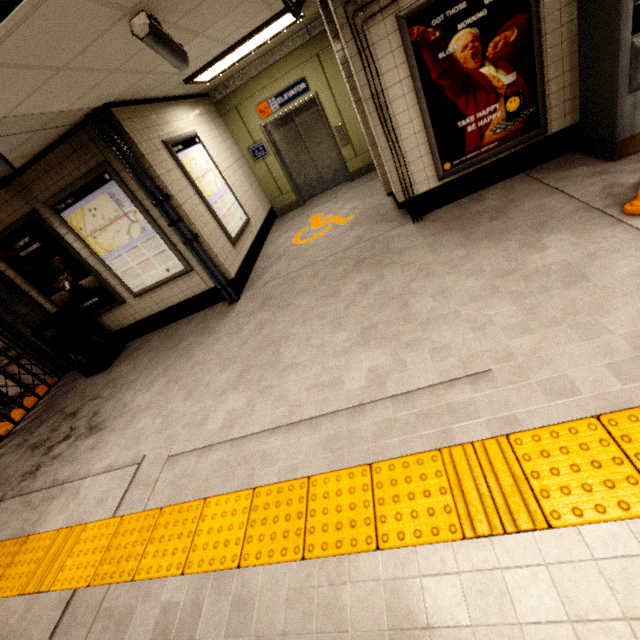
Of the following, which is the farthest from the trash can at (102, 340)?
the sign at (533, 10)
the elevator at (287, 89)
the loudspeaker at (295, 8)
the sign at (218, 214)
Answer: the sign at (533, 10)

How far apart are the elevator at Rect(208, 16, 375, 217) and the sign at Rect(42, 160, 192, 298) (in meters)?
3.80

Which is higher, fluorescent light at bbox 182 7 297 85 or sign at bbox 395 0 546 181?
fluorescent light at bbox 182 7 297 85

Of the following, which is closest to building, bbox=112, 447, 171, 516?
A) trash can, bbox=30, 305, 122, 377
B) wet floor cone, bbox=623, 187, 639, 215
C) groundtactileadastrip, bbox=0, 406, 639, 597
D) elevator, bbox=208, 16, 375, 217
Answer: groundtactileadastrip, bbox=0, 406, 639, 597

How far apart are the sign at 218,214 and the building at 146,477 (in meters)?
3.51

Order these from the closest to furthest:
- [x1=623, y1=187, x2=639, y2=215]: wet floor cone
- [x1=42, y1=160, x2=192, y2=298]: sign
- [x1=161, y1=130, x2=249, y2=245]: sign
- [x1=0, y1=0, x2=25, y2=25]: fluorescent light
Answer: [x1=0, y1=0, x2=25, y2=25]: fluorescent light, [x1=623, y1=187, x2=639, y2=215]: wet floor cone, [x1=42, y1=160, x2=192, y2=298]: sign, [x1=161, y1=130, x2=249, y2=245]: sign

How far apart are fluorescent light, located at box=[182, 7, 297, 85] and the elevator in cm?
146

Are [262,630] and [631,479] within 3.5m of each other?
yes
